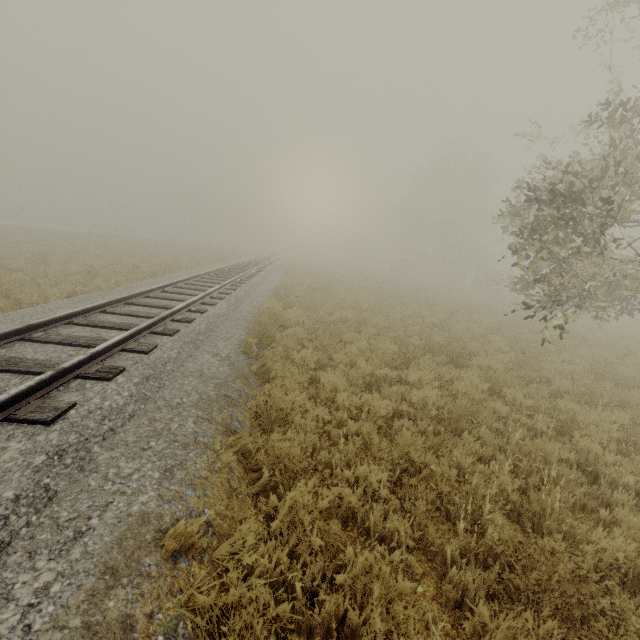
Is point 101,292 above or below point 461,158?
below
